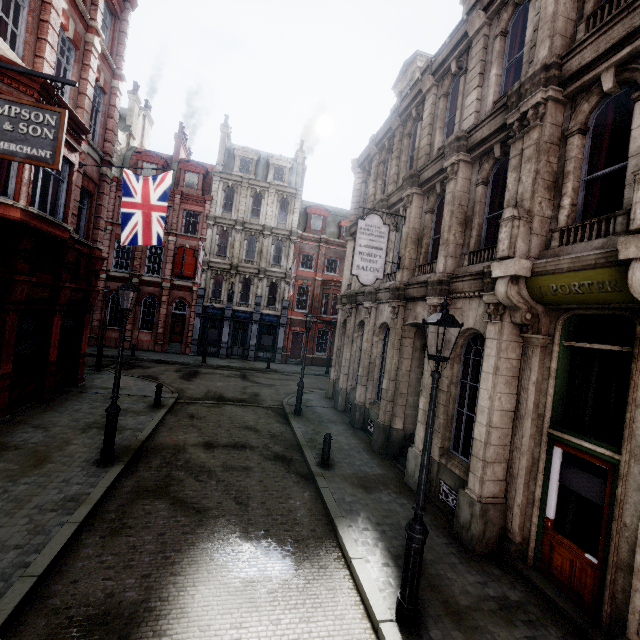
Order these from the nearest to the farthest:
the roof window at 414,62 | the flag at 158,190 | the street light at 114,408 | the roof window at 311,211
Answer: the street light at 114,408 → the flag at 158,190 → the roof window at 414,62 → the roof window at 311,211

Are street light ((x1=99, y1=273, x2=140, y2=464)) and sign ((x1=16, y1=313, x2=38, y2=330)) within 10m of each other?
yes

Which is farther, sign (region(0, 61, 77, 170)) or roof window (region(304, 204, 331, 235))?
roof window (region(304, 204, 331, 235))

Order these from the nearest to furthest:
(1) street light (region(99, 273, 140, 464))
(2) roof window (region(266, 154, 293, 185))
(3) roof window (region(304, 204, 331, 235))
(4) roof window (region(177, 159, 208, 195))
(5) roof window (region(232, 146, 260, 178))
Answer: (1) street light (region(99, 273, 140, 464)) < (4) roof window (region(177, 159, 208, 195)) < (5) roof window (region(232, 146, 260, 178)) < (2) roof window (region(266, 154, 293, 185)) < (3) roof window (region(304, 204, 331, 235))

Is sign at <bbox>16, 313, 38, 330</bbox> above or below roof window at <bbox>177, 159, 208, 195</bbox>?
below

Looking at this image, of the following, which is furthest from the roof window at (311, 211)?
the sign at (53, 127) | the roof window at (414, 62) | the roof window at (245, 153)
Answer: the sign at (53, 127)

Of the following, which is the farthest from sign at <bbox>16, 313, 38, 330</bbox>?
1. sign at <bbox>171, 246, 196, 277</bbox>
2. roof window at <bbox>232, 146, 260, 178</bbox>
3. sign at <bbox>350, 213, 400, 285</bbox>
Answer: roof window at <bbox>232, 146, 260, 178</bbox>

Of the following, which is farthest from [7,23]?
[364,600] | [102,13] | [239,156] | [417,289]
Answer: [239,156]
